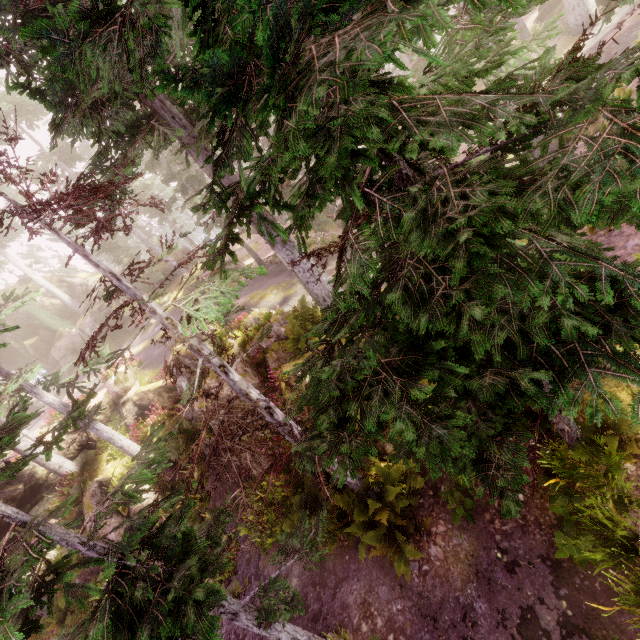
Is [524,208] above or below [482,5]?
below

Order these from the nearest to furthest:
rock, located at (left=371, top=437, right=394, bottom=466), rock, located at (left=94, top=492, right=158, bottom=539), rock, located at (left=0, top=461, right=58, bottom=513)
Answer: rock, located at (left=371, top=437, right=394, bottom=466) → rock, located at (left=94, top=492, right=158, bottom=539) → rock, located at (left=0, top=461, right=58, bottom=513)

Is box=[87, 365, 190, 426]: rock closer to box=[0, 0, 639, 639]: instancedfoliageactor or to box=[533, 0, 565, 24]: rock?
box=[0, 0, 639, 639]: instancedfoliageactor

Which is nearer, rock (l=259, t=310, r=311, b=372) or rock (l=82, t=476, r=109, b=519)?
rock (l=259, t=310, r=311, b=372)

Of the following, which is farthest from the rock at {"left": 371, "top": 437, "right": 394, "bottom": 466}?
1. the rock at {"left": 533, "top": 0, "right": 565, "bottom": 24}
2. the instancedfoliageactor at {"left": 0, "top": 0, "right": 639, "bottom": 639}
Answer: the rock at {"left": 533, "top": 0, "right": 565, "bottom": 24}

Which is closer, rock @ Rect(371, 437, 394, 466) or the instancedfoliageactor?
the instancedfoliageactor

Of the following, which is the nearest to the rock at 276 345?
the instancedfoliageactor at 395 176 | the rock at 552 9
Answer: the instancedfoliageactor at 395 176

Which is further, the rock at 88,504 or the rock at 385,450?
the rock at 88,504
